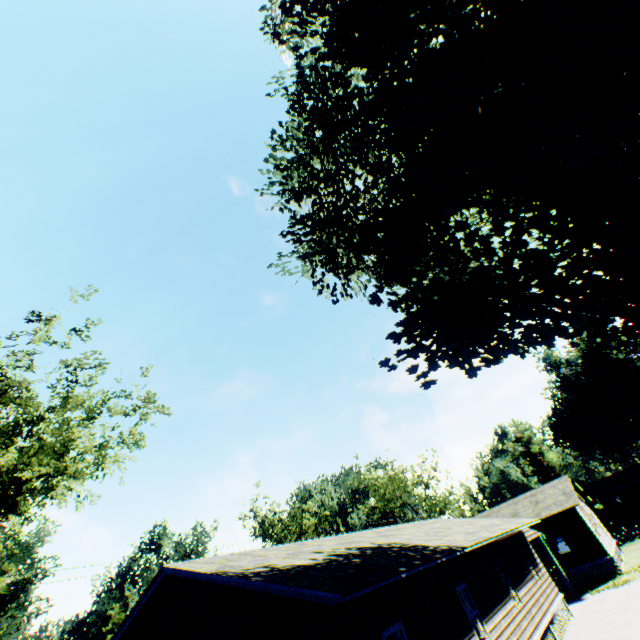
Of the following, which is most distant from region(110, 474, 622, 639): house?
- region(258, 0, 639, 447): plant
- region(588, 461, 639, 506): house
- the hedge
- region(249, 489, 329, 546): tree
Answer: region(588, 461, 639, 506): house

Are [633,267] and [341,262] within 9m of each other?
no

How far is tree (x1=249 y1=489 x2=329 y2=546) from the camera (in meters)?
51.00

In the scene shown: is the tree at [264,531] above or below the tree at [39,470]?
above

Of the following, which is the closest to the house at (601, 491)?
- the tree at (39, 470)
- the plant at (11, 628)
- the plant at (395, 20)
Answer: the plant at (395, 20)

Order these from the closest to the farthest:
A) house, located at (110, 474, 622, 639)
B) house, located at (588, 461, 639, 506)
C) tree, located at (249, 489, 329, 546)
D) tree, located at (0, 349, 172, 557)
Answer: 1. house, located at (110, 474, 622, 639)
2. tree, located at (0, 349, 172, 557)
3. tree, located at (249, 489, 329, 546)
4. house, located at (588, 461, 639, 506)

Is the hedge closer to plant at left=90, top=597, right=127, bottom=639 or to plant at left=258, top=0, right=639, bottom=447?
plant at left=258, top=0, right=639, bottom=447

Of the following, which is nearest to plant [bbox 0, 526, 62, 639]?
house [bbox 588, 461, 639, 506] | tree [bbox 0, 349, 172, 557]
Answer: tree [bbox 0, 349, 172, 557]
